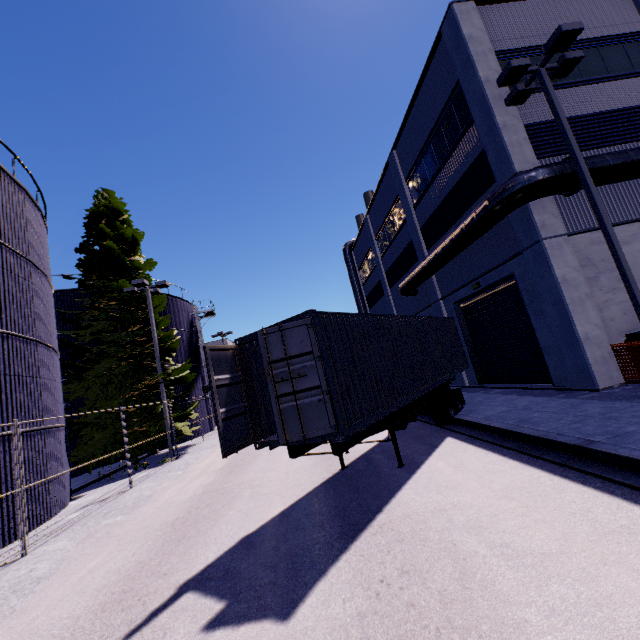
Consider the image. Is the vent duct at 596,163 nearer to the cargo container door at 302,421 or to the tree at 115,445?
the tree at 115,445

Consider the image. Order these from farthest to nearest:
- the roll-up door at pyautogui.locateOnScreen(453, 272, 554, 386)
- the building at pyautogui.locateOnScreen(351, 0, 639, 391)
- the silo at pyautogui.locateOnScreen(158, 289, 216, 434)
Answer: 1. the silo at pyautogui.locateOnScreen(158, 289, 216, 434)
2. the roll-up door at pyautogui.locateOnScreen(453, 272, 554, 386)
3. the building at pyautogui.locateOnScreen(351, 0, 639, 391)

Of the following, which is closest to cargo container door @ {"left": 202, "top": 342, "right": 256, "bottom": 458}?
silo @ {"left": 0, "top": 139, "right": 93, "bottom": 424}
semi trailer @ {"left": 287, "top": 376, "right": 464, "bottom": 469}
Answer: semi trailer @ {"left": 287, "top": 376, "right": 464, "bottom": 469}

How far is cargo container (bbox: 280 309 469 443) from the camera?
6.0 meters

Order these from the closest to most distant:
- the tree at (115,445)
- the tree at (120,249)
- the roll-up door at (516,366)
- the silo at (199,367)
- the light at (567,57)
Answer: the light at (567,57), the roll-up door at (516,366), the tree at (115,445), the tree at (120,249), the silo at (199,367)

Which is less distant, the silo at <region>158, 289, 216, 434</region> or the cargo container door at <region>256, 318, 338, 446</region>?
the cargo container door at <region>256, 318, 338, 446</region>

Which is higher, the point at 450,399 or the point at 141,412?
the point at 141,412

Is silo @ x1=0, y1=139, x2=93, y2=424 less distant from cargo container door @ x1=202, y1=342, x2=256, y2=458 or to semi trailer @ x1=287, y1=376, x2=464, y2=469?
semi trailer @ x1=287, y1=376, x2=464, y2=469
